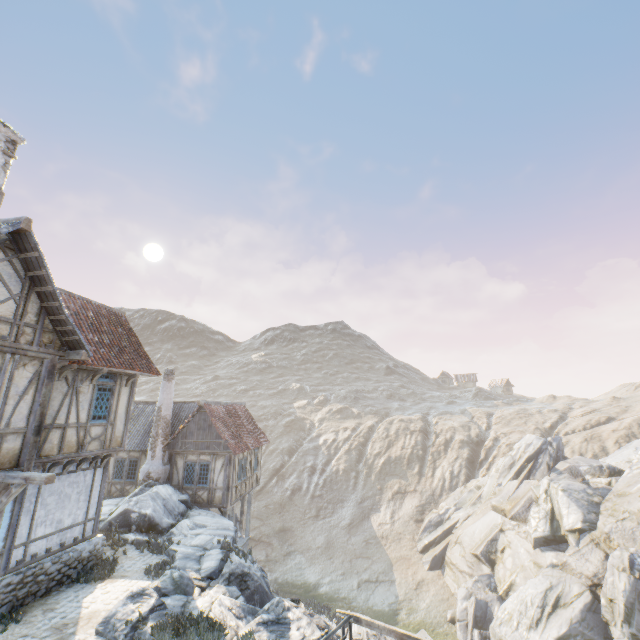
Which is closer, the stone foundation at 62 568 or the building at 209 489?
the stone foundation at 62 568

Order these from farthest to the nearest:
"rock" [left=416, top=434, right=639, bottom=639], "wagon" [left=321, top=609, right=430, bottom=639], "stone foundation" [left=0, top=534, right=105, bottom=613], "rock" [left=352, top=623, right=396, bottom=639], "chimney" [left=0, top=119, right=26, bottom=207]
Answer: "rock" [left=416, top=434, right=639, bottom=639]
"chimney" [left=0, top=119, right=26, bottom=207]
"stone foundation" [left=0, top=534, right=105, bottom=613]
"rock" [left=352, top=623, right=396, bottom=639]
"wagon" [left=321, top=609, right=430, bottom=639]

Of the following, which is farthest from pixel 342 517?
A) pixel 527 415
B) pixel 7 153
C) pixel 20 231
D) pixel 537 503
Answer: pixel 7 153

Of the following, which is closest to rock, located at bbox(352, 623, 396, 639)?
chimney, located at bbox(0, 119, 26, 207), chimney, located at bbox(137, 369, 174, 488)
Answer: chimney, located at bbox(137, 369, 174, 488)

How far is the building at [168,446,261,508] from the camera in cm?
1903

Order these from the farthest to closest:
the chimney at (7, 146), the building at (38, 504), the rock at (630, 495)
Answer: the rock at (630, 495)
the chimney at (7, 146)
the building at (38, 504)

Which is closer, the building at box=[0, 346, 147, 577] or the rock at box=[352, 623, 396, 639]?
the rock at box=[352, 623, 396, 639]

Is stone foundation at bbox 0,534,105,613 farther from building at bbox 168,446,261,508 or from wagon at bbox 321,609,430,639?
wagon at bbox 321,609,430,639
